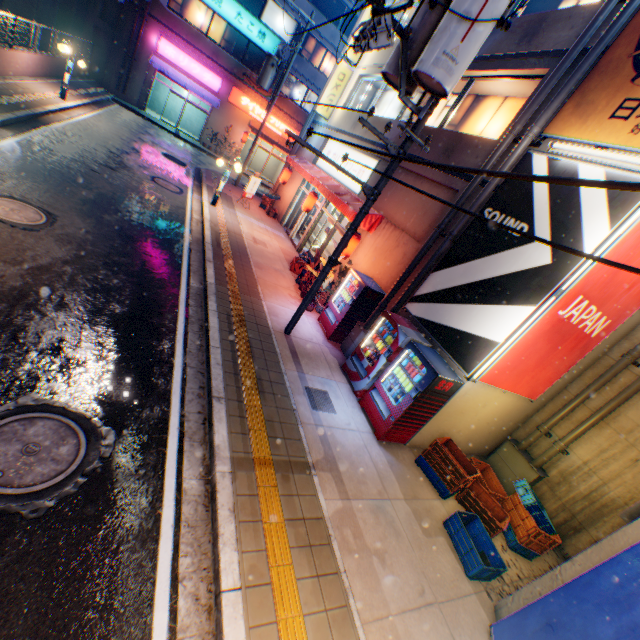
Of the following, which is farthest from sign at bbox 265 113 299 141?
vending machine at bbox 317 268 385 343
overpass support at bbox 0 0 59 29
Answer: vending machine at bbox 317 268 385 343

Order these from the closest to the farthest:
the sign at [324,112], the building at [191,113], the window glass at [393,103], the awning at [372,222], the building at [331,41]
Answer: the awning at [372,222] < the window glass at [393,103] < the sign at [324,112] < the building at [331,41] < the building at [191,113]

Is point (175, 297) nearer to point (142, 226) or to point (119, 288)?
point (119, 288)

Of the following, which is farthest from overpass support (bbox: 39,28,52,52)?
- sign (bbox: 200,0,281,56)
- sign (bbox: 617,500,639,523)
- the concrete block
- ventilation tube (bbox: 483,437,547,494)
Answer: ventilation tube (bbox: 483,437,547,494)

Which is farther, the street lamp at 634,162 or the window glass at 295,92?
the window glass at 295,92

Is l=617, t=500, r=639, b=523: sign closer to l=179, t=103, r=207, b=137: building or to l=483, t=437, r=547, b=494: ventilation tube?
l=483, t=437, r=547, b=494: ventilation tube

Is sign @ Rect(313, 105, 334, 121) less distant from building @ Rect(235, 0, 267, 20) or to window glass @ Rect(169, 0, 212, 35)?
building @ Rect(235, 0, 267, 20)

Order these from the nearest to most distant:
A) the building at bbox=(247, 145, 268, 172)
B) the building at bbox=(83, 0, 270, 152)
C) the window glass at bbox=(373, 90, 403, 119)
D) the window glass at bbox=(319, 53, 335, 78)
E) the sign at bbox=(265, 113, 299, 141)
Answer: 1. the window glass at bbox=(373, 90, 403, 119)
2. the building at bbox=(83, 0, 270, 152)
3. the window glass at bbox=(319, 53, 335, 78)
4. the sign at bbox=(265, 113, 299, 141)
5. the building at bbox=(247, 145, 268, 172)
